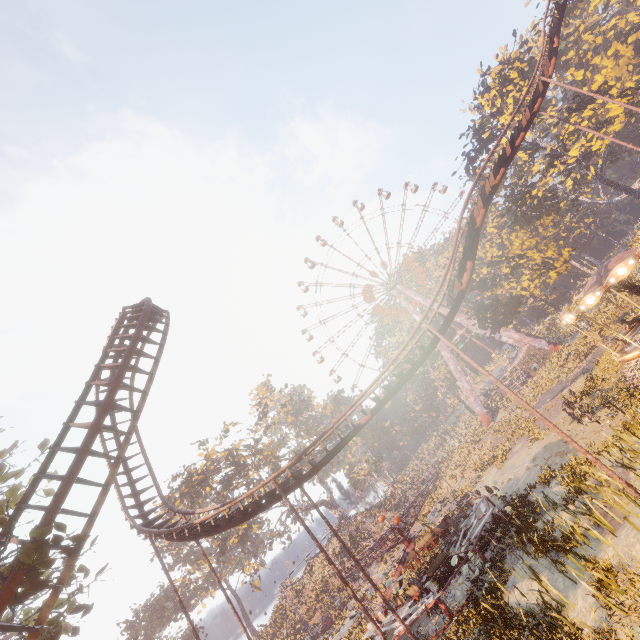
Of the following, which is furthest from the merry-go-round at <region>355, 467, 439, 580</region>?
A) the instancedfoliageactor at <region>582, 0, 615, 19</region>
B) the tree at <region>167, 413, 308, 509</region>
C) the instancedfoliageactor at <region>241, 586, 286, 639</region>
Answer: the instancedfoliageactor at <region>241, 586, 286, 639</region>

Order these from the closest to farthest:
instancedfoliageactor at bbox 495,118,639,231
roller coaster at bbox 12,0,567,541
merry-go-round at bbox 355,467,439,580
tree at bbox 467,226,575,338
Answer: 1. roller coaster at bbox 12,0,567,541
2. merry-go-round at bbox 355,467,439,580
3. tree at bbox 467,226,575,338
4. instancedfoliageactor at bbox 495,118,639,231

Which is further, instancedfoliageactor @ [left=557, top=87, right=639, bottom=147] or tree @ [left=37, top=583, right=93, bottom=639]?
instancedfoliageactor @ [left=557, top=87, right=639, bottom=147]

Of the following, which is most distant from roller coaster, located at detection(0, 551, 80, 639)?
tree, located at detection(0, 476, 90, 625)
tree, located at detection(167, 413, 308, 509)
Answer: tree, located at detection(167, 413, 308, 509)

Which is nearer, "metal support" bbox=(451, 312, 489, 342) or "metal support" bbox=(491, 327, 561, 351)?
"metal support" bbox=(491, 327, 561, 351)

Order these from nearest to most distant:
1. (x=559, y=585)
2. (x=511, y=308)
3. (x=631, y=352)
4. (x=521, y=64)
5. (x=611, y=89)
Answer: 1. (x=559, y=585)
2. (x=631, y=352)
3. (x=611, y=89)
4. (x=511, y=308)
5. (x=521, y=64)

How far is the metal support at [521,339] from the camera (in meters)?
46.72

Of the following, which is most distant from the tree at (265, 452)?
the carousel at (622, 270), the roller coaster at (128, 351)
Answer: the carousel at (622, 270)
